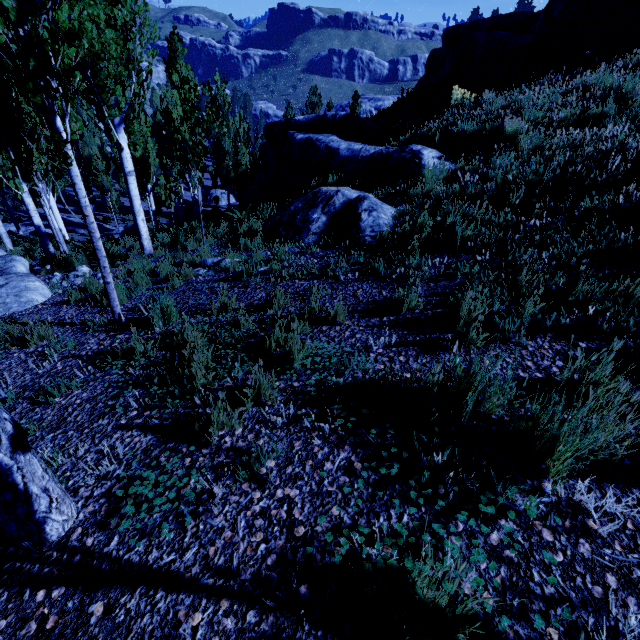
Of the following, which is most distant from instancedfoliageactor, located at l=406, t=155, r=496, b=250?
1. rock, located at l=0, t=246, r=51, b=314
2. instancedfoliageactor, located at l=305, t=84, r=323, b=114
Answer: instancedfoliageactor, located at l=305, t=84, r=323, b=114

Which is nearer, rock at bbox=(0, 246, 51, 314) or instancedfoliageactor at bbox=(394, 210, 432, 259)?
instancedfoliageactor at bbox=(394, 210, 432, 259)

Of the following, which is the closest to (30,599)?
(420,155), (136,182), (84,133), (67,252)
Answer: (420,155)

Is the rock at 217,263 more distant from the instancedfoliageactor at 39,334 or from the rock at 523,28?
the rock at 523,28

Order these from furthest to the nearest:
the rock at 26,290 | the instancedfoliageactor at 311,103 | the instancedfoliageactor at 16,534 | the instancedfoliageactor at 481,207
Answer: the instancedfoliageactor at 311,103 → the rock at 26,290 → the instancedfoliageactor at 481,207 → the instancedfoliageactor at 16,534

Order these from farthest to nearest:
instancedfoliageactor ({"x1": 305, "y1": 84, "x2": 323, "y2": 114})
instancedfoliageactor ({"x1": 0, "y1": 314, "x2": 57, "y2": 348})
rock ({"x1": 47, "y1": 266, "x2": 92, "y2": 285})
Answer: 1. instancedfoliageactor ({"x1": 305, "y1": 84, "x2": 323, "y2": 114})
2. rock ({"x1": 47, "y1": 266, "x2": 92, "y2": 285})
3. instancedfoliageactor ({"x1": 0, "y1": 314, "x2": 57, "y2": 348})

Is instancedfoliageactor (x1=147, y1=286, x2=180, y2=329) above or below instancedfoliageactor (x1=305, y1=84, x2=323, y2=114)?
below

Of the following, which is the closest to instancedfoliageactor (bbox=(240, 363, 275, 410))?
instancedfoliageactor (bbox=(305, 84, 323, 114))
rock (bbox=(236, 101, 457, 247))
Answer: rock (bbox=(236, 101, 457, 247))
